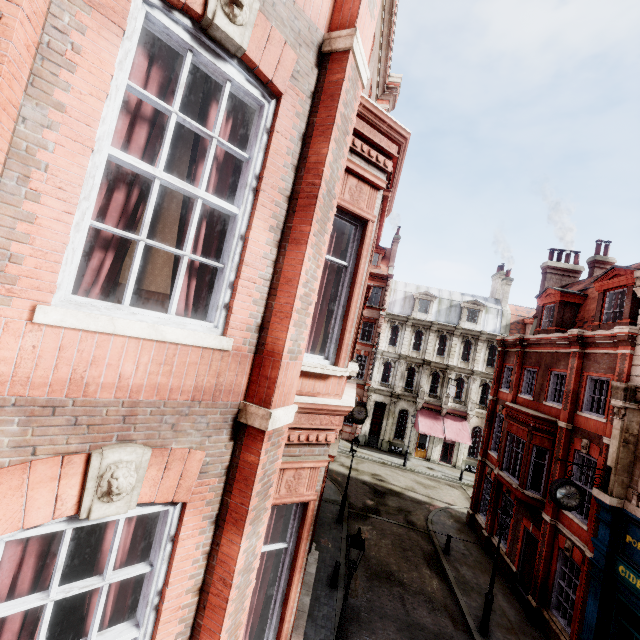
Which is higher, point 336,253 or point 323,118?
point 323,118

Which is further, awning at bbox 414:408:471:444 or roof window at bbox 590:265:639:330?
awning at bbox 414:408:471:444

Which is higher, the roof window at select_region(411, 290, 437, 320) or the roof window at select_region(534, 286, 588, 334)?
the roof window at select_region(411, 290, 437, 320)

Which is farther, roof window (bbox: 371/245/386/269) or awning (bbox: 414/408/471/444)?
roof window (bbox: 371/245/386/269)

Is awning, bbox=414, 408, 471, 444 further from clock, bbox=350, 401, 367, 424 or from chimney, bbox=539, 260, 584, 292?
chimney, bbox=539, 260, 584, 292

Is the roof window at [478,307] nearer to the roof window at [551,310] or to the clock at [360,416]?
Result: the clock at [360,416]

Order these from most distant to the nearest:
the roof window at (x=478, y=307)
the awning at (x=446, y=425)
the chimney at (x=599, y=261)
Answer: the roof window at (x=478, y=307) < the awning at (x=446, y=425) < the chimney at (x=599, y=261)

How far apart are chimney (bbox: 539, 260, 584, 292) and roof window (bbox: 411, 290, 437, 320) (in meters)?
12.74
